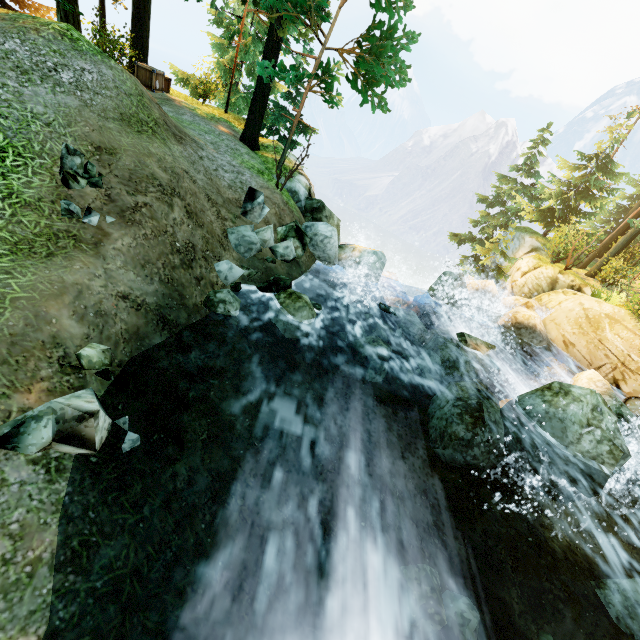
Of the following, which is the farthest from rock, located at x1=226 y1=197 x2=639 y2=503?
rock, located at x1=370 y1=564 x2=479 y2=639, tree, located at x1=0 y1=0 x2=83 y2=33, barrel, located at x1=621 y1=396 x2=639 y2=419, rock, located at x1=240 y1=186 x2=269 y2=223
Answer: tree, located at x1=0 y1=0 x2=83 y2=33

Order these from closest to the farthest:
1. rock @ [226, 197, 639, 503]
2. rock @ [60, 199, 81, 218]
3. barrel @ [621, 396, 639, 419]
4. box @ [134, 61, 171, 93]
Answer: rock @ [60, 199, 81, 218]
rock @ [226, 197, 639, 503]
barrel @ [621, 396, 639, 419]
box @ [134, 61, 171, 93]

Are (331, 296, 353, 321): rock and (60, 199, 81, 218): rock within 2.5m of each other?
no

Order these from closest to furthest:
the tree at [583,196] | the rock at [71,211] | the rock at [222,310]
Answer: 1. the rock at [71,211]
2. the rock at [222,310]
3. the tree at [583,196]

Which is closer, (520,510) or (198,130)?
(520,510)

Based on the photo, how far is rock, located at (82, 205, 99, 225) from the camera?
4.6 meters

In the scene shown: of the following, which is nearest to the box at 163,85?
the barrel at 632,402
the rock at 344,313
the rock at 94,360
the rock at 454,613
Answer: the rock at 344,313

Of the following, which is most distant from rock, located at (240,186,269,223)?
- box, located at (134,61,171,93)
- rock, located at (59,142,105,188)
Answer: box, located at (134,61,171,93)
